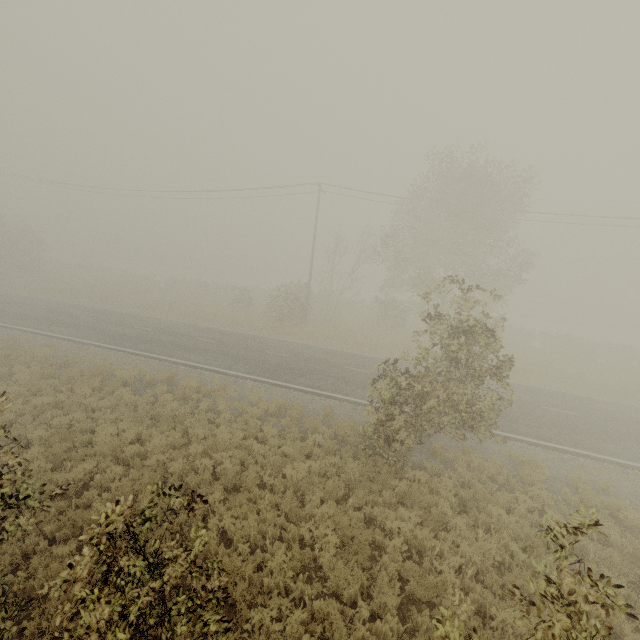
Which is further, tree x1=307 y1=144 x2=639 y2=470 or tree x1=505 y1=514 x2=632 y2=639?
tree x1=307 y1=144 x2=639 y2=470

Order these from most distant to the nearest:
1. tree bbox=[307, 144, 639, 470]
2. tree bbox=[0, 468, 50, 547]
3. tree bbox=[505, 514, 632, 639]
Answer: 1. tree bbox=[307, 144, 639, 470]
2. tree bbox=[0, 468, 50, 547]
3. tree bbox=[505, 514, 632, 639]

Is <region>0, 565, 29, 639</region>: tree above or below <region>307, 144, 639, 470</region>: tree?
below

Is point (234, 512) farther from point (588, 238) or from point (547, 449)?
point (588, 238)

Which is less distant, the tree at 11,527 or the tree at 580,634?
the tree at 580,634

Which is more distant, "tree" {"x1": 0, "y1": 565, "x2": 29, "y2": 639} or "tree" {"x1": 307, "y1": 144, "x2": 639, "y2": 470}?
"tree" {"x1": 307, "y1": 144, "x2": 639, "y2": 470}
